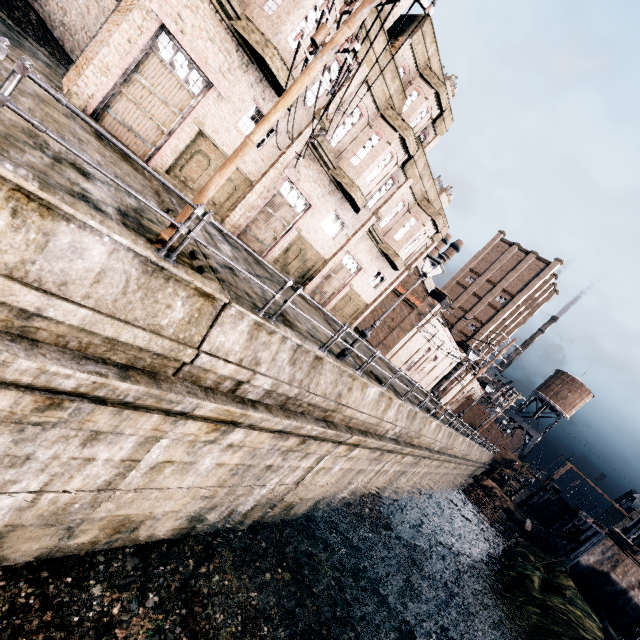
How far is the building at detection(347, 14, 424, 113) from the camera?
16.2m

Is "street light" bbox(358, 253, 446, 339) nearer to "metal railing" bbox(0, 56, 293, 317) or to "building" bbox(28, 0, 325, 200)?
"metal railing" bbox(0, 56, 293, 317)

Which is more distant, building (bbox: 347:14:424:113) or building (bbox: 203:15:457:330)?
building (bbox: 203:15:457:330)

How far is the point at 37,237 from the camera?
4.8m

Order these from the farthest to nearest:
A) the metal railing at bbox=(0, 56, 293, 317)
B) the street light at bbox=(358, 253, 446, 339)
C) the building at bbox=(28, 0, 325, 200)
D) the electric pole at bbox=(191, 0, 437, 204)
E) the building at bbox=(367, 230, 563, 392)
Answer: the building at bbox=(367, 230, 563, 392)
the street light at bbox=(358, 253, 446, 339)
the building at bbox=(28, 0, 325, 200)
the electric pole at bbox=(191, 0, 437, 204)
the metal railing at bbox=(0, 56, 293, 317)

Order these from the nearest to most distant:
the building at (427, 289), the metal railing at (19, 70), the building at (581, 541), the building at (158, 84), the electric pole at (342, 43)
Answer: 1. the metal railing at (19, 70)
2. the electric pole at (342, 43)
3. the building at (158, 84)
4. the building at (581, 541)
5. the building at (427, 289)

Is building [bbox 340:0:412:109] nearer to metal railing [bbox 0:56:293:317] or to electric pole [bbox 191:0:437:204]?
electric pole [bbox 191:0:437:204]

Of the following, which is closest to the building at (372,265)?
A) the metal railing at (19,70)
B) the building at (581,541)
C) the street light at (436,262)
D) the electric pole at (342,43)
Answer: the electric pole at (342,43)
